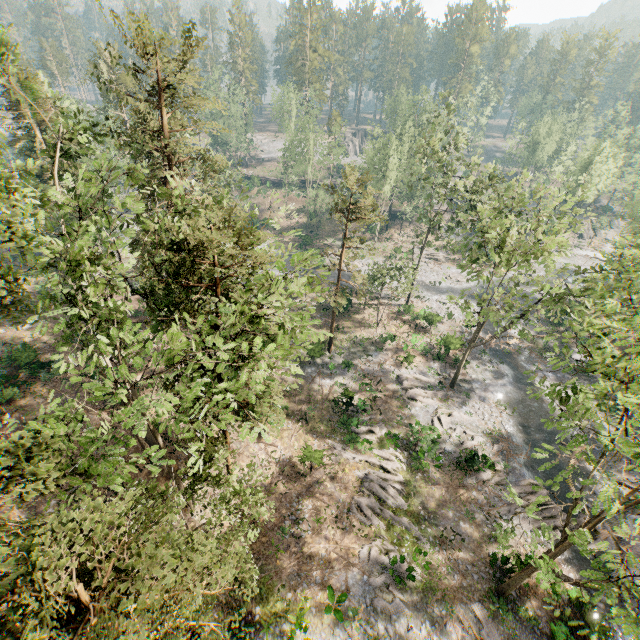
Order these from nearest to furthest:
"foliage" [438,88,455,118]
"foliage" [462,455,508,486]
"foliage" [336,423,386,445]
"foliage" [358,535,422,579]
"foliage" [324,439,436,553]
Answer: "foliage" [358,535,422,579]
"foliage" [324,439,436,553]
"foliage" [462,455,508,486]
"foliage" [336,423,386,445]
"foliage" [438,88,455,118]

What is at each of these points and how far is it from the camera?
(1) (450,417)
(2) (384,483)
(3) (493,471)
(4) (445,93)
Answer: (1) foliage, 29.1 meters
(2) foliage, 23.5 meters
(3) foliage, 25.3 meters
(4) foliage, 34.9 meters

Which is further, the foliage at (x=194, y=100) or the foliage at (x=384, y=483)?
the foliage at (x=384, y=483)

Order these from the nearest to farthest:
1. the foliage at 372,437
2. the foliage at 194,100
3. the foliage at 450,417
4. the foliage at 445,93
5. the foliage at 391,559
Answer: the foliage at 194,100 < the foliage at 391,559 < the foliage at 372,437 < the foliage at 450,417 < the foliage at 445,93

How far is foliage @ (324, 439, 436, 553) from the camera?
21.83m

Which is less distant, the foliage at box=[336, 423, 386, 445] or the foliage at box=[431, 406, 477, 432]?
the foliage at box=[336, 423, 386, 445]
